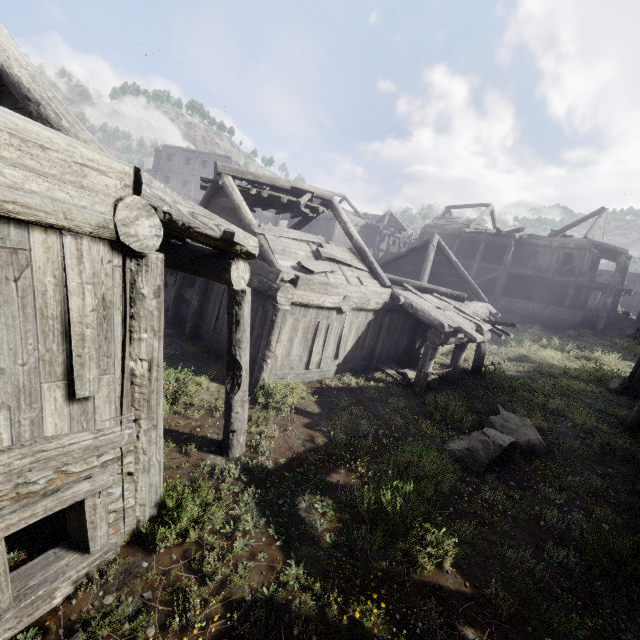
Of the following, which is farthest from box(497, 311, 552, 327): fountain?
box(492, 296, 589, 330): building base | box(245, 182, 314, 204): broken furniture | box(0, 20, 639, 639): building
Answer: box(245, 182, 314, 204): broken furniture

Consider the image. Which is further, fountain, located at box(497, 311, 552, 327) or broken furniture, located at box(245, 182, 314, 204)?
fountain, located at box(497, 311, 552, 327)

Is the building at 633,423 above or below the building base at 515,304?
below

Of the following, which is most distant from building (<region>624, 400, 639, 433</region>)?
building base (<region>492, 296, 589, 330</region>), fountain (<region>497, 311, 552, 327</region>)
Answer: fountain (<region>497, 311, 552, 327</region>)

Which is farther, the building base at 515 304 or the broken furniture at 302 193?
the building base at 515 304

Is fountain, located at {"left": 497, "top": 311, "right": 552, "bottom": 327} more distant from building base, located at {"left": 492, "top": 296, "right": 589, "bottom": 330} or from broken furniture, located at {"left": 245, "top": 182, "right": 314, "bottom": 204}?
broken furniture, located at {"left": 245, "top": 182, "right": 314, "bottom": 204}

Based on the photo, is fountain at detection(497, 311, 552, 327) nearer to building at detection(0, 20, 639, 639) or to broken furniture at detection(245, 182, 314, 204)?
building at detection(0, 20, 639, 639)

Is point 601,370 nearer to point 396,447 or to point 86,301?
point 396,447
